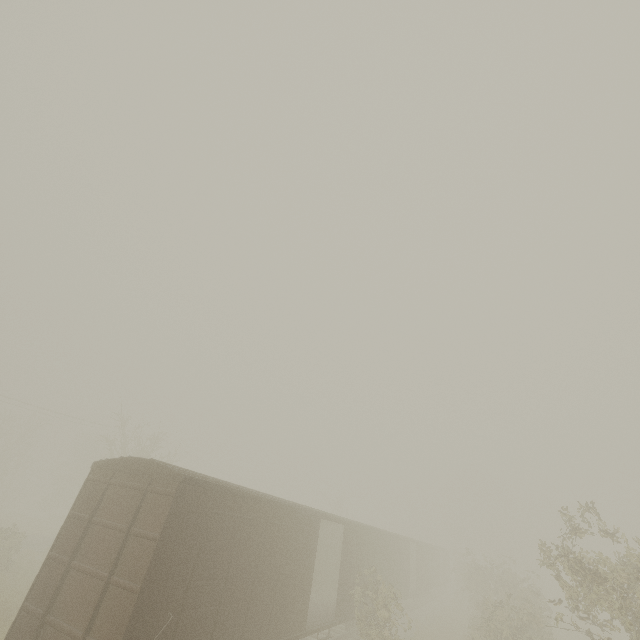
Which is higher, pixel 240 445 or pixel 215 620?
pixel 240 445
